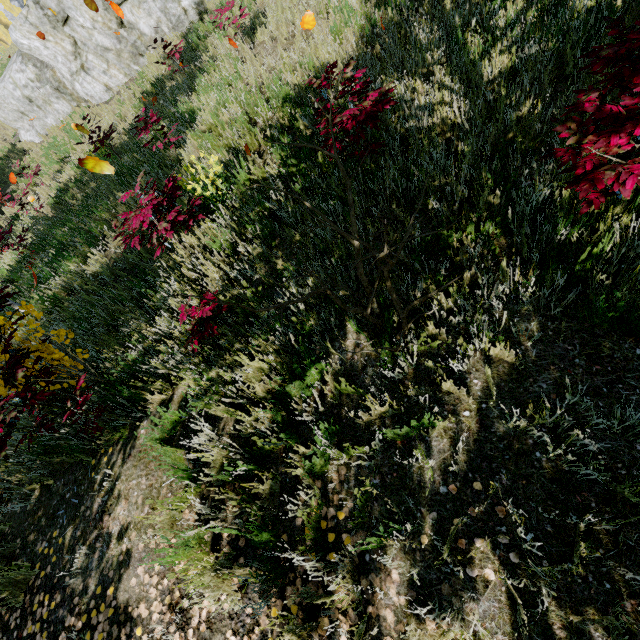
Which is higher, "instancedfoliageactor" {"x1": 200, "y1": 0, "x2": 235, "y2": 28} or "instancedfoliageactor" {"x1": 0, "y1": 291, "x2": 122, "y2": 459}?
"instancedfoliageactor" {"x1": 0, "y1": 291, "x2": 122, "y2": 459}

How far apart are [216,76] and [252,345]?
8.91m

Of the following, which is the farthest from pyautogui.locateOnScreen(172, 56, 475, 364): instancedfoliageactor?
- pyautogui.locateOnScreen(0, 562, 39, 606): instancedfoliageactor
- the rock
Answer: the rock

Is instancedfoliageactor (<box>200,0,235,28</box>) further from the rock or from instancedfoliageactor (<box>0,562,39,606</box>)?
the rock

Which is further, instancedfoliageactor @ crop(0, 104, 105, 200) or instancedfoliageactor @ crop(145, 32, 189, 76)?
instancedfoliageactor @ crop(0, 104, 105, 200)

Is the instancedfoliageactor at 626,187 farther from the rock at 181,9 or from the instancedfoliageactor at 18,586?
the rock at 181,9

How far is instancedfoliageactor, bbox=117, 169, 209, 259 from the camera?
4.0m
